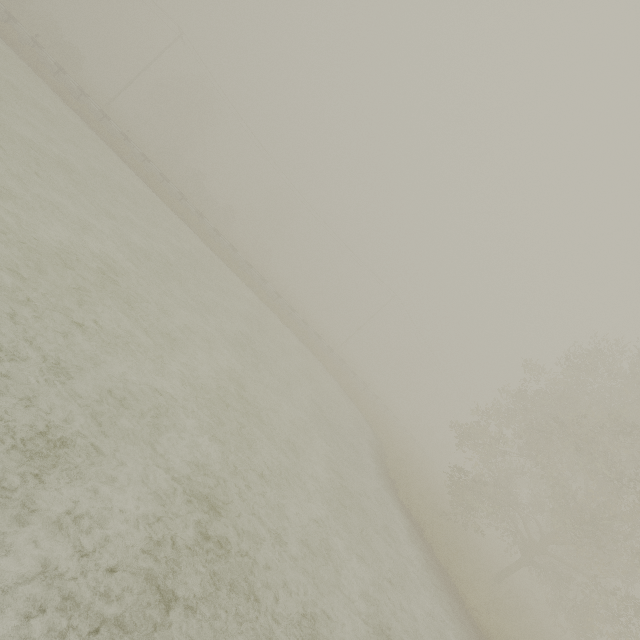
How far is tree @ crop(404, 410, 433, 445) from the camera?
54.51m

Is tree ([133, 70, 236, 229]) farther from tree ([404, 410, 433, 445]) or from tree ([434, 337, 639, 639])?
tree ([404, 410, 433, 445])

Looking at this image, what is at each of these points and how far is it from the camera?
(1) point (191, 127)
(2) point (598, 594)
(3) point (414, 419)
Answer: (1) tree, 54.12m
(2) tree, 14.42m
(3) tree, 56.06m

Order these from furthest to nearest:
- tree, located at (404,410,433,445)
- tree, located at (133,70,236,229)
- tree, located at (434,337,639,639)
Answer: tree, located at (404,410,433,445)
tree, located at (133,70,236,229)
tree, located at (434,337,639,639)

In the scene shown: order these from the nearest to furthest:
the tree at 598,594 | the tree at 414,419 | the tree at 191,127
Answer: the tree at 598,594, the tree at 191,127, the tree at 414,419

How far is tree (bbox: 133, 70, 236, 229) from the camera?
44.0 meters

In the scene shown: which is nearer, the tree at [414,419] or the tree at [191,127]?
the tree at [191,127]

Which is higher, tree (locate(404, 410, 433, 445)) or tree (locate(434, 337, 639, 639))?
tree (locate(434, 337, 639, 639))
